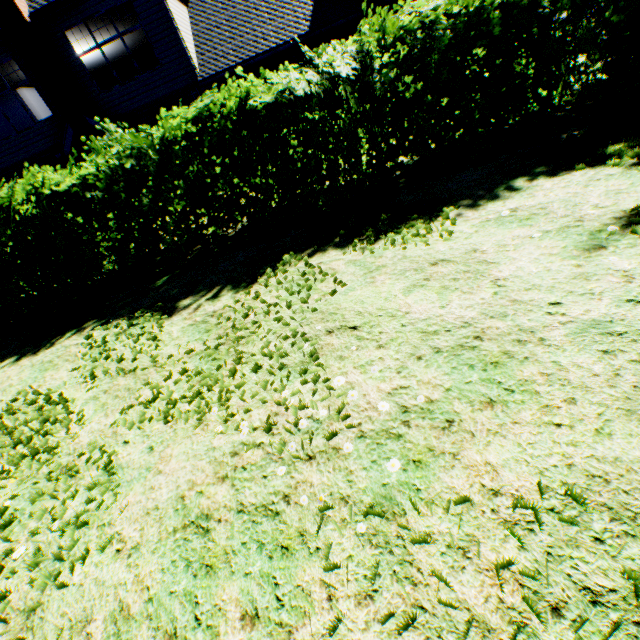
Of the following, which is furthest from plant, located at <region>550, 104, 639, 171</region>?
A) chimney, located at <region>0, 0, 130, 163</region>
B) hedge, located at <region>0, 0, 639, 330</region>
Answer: chimney, located at <region>0, 0, 130, 163</region>

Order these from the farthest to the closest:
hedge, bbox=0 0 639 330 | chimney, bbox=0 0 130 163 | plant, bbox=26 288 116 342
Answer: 1. chimney, bbox=0 0 130 163
2. plant, bbox=26 288 116 342
3. hedge, bbox=0 0 639 330

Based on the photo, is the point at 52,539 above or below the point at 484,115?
below

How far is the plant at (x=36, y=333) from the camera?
5.68m

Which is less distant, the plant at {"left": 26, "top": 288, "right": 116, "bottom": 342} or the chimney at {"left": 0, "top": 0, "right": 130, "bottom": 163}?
the plant at {"left": 26, "top": 288, "right": 116, "bottom": 342}

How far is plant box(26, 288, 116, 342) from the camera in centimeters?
568cm

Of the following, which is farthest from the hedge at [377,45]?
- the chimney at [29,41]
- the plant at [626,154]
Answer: the plant at [626,154]

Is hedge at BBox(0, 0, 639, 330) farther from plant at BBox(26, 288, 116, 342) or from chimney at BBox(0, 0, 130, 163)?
plant at BBox(26, 288, 116, 342)
